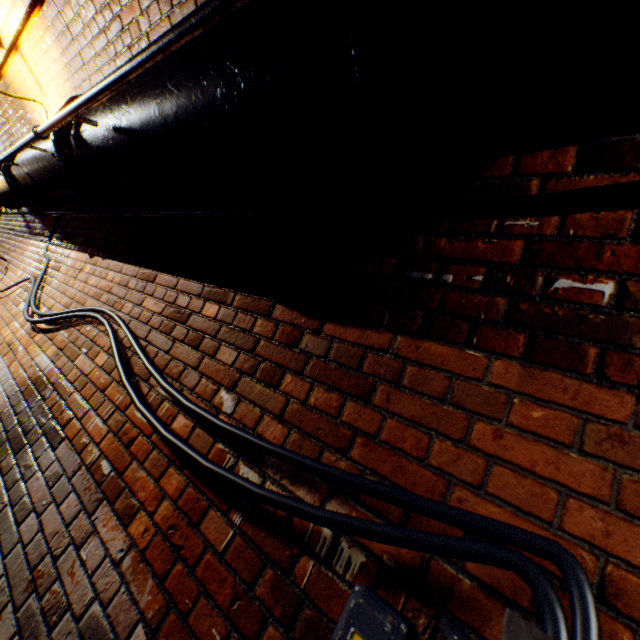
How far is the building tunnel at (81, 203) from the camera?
3.6m

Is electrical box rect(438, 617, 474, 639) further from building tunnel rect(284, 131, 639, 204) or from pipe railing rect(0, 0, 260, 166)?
pipe railing rect(0, 0, 260, 166)

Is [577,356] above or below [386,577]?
above

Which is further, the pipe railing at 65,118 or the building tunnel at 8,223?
the building tunnel at 8,223

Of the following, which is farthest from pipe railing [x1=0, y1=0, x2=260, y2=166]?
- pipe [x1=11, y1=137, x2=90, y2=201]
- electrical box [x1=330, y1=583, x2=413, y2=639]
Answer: electrical box [x1=330, y1=583, x2=413, y2=639]

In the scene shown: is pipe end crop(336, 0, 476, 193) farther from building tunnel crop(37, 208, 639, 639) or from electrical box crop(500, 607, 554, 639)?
electrical box crop(500, 607, 554, 639)

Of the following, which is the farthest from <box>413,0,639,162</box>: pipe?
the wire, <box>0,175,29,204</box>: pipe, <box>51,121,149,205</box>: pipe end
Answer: <box>0,175,29,204</box>: pipe

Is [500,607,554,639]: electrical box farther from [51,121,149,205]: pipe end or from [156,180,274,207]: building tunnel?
[51,121,149,205]: pipe end
